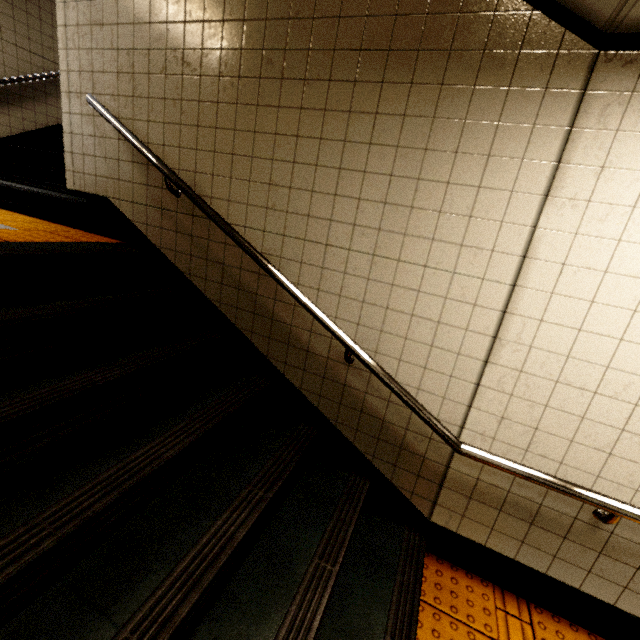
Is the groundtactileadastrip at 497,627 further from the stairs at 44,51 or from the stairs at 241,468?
the stairs at 44,51

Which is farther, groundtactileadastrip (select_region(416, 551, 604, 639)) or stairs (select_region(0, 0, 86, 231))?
stairs (select_region(0, 0, 86, 231))

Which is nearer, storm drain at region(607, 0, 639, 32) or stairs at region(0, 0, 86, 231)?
storm drain at region(607, 0, 639, 32)

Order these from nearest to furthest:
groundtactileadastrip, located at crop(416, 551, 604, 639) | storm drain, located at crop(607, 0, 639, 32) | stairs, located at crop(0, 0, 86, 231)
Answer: storm drain, located at crop(607, 0, 639, 32) < groundtactileadastrip, located at crop(416, 551, 604, 639) < stairs, located at crop(0, 0, 86, 231)

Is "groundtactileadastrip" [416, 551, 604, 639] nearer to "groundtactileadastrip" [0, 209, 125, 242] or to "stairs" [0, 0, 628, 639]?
"stairs" [0, 0, 628, 639]

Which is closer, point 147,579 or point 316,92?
point 147,579

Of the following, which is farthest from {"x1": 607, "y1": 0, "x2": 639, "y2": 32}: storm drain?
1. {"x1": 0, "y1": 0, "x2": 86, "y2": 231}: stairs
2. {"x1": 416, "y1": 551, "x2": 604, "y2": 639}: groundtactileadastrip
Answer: {"x1": 416, "y1": 551, "x2": 604, "y2": 639}: groundtactileadastrip

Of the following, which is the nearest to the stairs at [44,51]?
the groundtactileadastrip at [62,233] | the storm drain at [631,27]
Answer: the groundtactileadastrip at [62,233]
